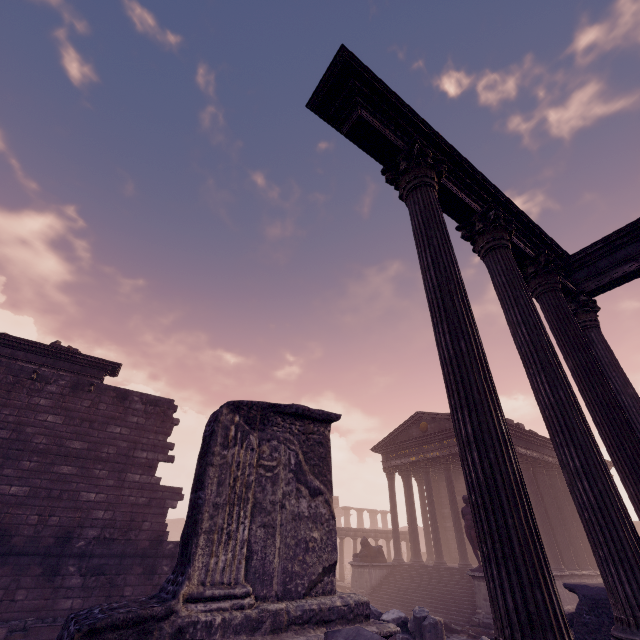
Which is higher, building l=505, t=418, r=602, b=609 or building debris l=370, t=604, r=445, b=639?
building l=505, t=418, r=602, b=609

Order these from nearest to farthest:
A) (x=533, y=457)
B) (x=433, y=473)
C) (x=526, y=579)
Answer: (x=526, y=579) → (x=533, y=457) → (x=433, y=473)

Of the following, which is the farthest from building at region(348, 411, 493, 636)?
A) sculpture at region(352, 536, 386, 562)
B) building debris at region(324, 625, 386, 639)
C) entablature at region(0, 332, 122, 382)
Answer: entablature at region(0, 332, 122, 382)

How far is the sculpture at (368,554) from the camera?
16.8m

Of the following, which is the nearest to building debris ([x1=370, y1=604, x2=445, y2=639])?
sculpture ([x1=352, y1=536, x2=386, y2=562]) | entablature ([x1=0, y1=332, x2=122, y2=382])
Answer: sculpture ([x1=352, y1=536, x2=386, y2=562])

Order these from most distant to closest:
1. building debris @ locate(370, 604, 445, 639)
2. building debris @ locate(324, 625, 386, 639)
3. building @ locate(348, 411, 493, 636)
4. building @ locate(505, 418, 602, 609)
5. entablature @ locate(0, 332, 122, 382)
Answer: building @ locate(505, 418, 602, 609), building @ locate(348, 411, 493, 636), entablature @ locate(0, 332, 122, 382), building debris @ locate(370, 604, 445, 639), building debris @ locate(324, 625, 386, 639)

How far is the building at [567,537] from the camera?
14.70m

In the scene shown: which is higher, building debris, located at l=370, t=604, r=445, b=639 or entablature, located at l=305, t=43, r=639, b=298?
entablature, located at l=305, t=43, r=639, b=298
